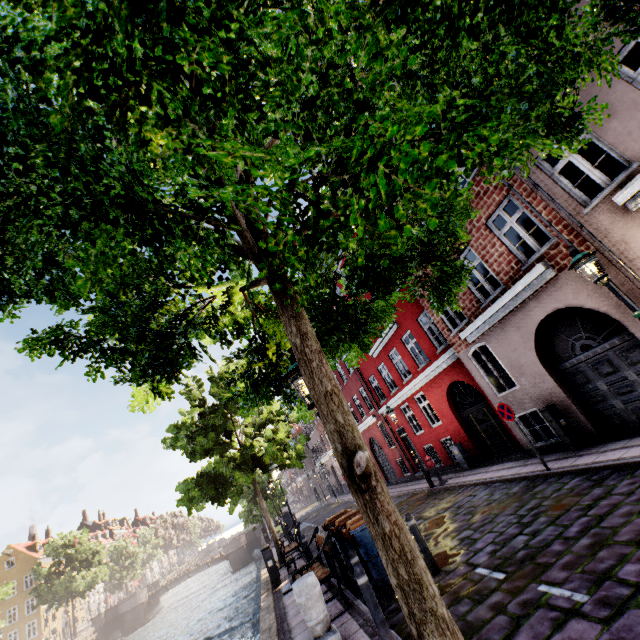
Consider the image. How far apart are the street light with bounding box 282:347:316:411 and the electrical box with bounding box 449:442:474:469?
12.47m

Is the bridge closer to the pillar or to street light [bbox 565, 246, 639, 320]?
the pillar

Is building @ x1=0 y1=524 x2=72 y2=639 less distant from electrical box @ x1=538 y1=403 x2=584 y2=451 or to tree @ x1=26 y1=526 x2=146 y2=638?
tree @ x1=26 y1=526 x2=146 y2=638

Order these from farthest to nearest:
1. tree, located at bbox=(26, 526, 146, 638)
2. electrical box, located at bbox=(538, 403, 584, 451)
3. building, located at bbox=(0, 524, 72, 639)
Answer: building, located at bbox=(0, 524, 72, 639)
tree, located at bbox=(26, 526, 146, 638)
electrical box, located at bbox=(538, 403, 584, 451)

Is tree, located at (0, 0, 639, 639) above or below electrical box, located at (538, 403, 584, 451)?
above

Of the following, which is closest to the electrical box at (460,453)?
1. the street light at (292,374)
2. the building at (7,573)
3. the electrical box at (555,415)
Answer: the electrical box at (555,415)

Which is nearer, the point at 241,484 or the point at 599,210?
the point at 599,210

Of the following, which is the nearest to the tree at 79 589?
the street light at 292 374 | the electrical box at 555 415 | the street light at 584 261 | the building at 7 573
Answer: the street light at 292 374
